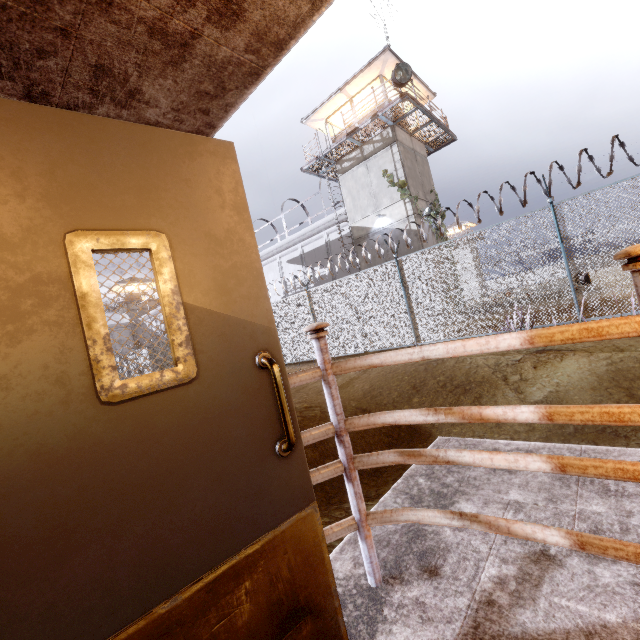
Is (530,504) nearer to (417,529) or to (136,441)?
(417,529)

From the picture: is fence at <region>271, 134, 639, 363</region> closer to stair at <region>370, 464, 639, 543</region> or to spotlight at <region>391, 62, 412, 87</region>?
stair at <region>370, 464, 639, 543</region>

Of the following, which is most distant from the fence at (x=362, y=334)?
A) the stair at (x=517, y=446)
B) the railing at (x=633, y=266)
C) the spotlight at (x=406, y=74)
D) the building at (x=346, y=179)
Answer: the spotlight at (x=406, y=74)

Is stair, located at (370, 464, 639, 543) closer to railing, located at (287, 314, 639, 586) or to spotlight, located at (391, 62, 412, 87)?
railing, located at (287, 314, 639, 586)

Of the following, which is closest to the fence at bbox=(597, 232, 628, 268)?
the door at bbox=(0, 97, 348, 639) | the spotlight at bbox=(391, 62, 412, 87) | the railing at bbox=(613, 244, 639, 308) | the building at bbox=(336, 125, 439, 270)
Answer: the building at bbox=(336, 125, 439, 270)

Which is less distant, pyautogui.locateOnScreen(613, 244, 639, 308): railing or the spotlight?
pyautogui.locateOnScreen(613, 244, 639, 308): railing

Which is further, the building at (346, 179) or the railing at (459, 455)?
the building at (346, 179)

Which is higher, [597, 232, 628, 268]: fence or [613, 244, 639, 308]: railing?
[597, 232, 628, 268]: fence
